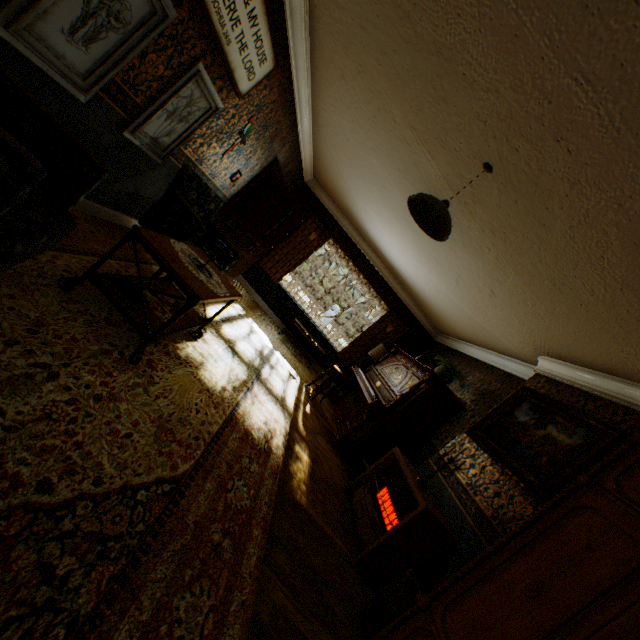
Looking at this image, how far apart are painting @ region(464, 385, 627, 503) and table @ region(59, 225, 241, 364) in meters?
3.4 m

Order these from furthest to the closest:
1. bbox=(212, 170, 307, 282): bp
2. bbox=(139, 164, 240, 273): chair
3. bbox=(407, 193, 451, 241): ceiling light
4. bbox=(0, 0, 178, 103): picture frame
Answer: bbox=(212, 170, 307, 282): bp < bbox=(139, 164, 240, 273): chair < bbox=(407, 193, 451, 241): ceiling light < bbox=(0, 0, 178, 103): picture frame

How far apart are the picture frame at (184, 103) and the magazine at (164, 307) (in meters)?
1.41

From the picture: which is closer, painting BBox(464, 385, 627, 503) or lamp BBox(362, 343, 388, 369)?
painting BBox(464, 385, 627, 503)

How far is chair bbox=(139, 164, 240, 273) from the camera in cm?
364

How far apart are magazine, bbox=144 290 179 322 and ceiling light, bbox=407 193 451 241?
2.33m

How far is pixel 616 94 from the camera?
1.60m

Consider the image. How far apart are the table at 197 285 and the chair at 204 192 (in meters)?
0.21
